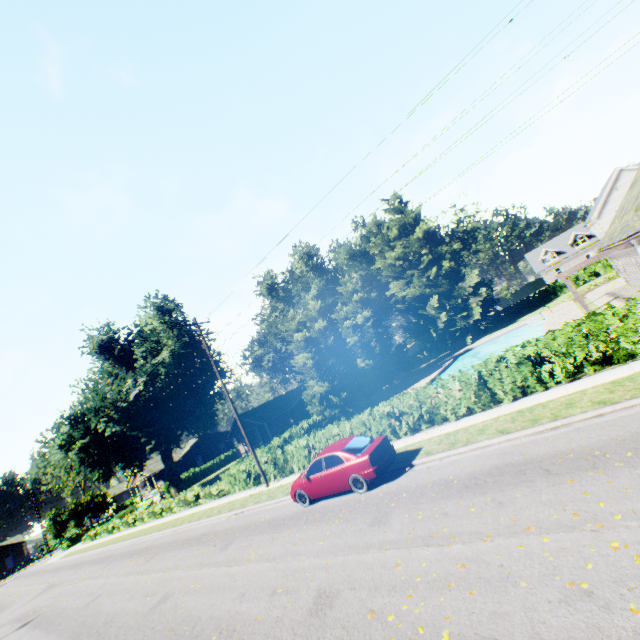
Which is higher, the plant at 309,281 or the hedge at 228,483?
the plant at 309,281

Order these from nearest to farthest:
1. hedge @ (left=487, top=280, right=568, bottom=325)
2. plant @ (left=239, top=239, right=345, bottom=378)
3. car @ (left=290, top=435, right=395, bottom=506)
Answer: car @ (left=290, top=435, right=395, bottom=506)
hedge @ (left=487, top=280, right=568, bottom=325)
plant @ (left=239, top=239, right=345, bottom=378)

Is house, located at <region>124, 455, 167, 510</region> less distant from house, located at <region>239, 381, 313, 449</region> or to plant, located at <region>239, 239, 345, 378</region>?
plant, located at <region>239, 239, 345, 378</region>

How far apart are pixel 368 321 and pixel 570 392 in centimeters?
3427cm

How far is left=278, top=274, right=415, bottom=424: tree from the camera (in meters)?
31.64

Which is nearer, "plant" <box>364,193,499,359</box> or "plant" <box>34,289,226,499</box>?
"plant" <box>34,289,226,499</box>

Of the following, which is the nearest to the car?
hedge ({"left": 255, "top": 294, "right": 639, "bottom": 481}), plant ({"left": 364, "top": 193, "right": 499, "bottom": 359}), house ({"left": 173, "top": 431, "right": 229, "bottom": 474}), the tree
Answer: hedge ({"left": 255, "top": 294, "right": 639, "bottom": 481})

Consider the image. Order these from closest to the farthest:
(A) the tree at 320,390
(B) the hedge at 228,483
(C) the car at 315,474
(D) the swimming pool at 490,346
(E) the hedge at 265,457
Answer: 1. (E) the hedge at 265,457
2. (C) the car at 315,474
3. (B) the hedge at 228,483
4. (A) the tree at 320,390
5. (D) the swimming pool at 490,346
